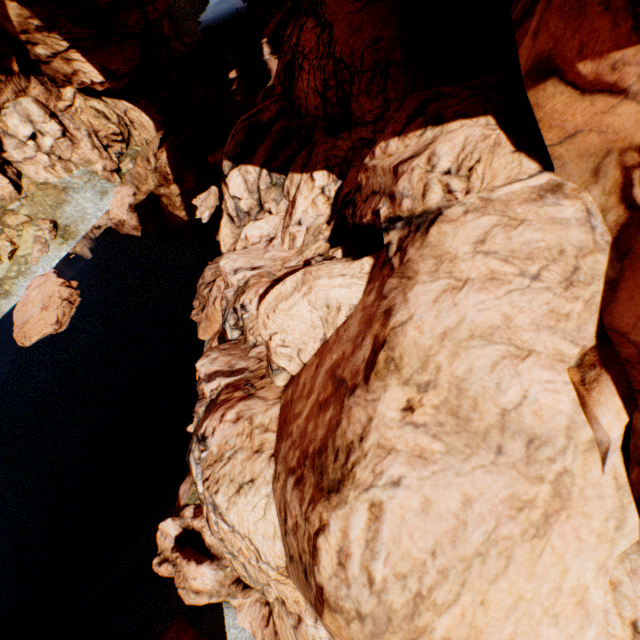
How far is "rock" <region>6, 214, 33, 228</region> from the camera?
22.0m

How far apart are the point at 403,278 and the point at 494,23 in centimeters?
1273cm

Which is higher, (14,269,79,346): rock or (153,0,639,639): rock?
(153,0,639,639): rock

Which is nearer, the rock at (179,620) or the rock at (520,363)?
the rock at (520,363)

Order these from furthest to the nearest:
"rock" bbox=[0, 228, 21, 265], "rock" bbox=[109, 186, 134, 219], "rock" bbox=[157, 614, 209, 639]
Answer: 1. "rock" bbox=[109, 186, 134, 219]
2. "rock" bbox=[0, 228, 21, 265]
3. "rock" bbox=[157, 614, 209, 639]
